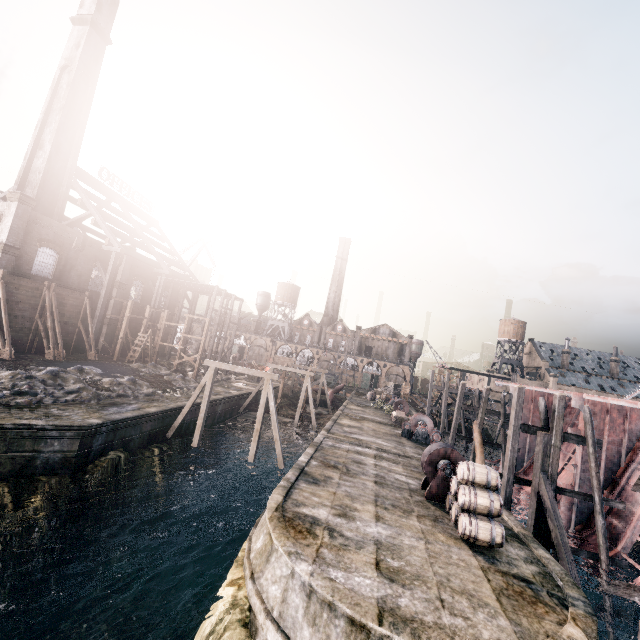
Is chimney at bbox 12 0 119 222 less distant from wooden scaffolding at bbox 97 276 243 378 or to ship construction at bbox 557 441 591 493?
wooden scaffolding at bbox 97 276 243 378

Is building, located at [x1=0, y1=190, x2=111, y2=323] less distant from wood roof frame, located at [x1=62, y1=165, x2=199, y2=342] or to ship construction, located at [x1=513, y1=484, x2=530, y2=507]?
wood roof frame, located at [x1=62, y1=165, x2=199, y2=342]

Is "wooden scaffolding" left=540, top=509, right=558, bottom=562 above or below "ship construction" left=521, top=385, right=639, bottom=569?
below

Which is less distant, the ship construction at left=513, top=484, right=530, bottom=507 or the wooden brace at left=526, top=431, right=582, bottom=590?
the wooden brace at left=526, top=431, right=582, bottom=590

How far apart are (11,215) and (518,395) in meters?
40.1

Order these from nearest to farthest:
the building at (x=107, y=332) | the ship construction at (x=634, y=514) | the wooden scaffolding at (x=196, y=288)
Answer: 1. the ship construction at (x=634, y=514)
2. the wooden scaffolding at (x=196, y=288)
3. the building at (x=107, y=332)

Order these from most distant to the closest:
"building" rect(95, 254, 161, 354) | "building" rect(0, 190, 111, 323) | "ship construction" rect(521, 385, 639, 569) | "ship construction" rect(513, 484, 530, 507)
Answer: "building" rect(95, 254, 161, 354), "building" rect(0, 190, 111, 323), "ship construction" rect(513, 484, 530, 507), "ship construction" rect(521, 385, 639, 569)

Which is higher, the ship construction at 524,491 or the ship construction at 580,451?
the ship construction at 580,451
